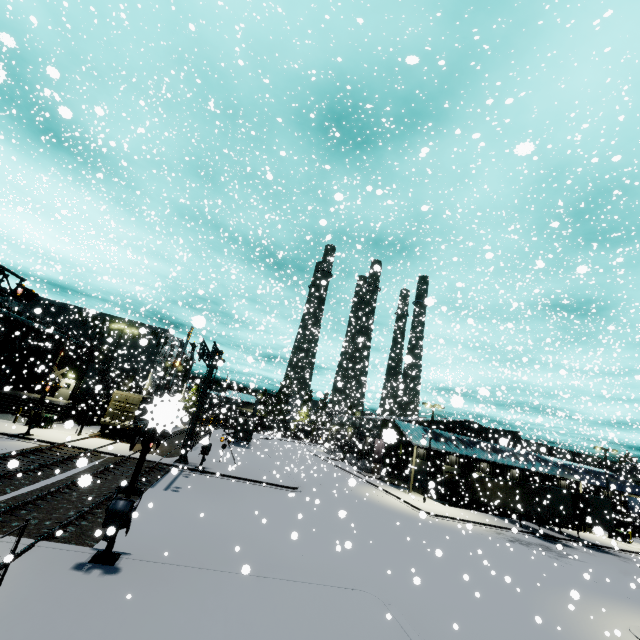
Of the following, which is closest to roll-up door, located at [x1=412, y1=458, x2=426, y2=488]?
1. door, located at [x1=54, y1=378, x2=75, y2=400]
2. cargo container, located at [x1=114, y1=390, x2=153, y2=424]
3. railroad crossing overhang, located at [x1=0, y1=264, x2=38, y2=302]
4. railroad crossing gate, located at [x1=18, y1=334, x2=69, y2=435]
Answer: railroad crossing gate, located at [x1=18, y1=334, x2=69, y2=435]

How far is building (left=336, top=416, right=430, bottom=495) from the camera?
36.4m

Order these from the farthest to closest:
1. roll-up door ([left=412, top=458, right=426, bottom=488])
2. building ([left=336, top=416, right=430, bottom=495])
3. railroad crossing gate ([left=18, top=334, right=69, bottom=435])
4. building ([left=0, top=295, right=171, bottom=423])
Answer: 1. roll-up door ([left=412, top=458, right=426, bottom=488])
2. building ([left=336, top=416, right=430, bottom=495])
3. building ([left=0, top=295, right=171, bottom=423])
4. railroad crossing gate ([left=18, top=334, right=69, bottom=435])

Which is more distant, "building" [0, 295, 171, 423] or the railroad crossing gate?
"building" [0, 295, 171, 423]

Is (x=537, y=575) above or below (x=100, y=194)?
below

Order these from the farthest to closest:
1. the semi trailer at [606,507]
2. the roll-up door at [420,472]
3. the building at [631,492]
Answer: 1. the roll-up door at [420,472]
2. the building at [631,492]
3. the semi trailer at [606,507]

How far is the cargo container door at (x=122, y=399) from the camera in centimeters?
2958cm

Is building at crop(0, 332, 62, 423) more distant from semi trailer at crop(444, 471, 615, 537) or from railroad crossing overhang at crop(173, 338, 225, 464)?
railroad crossing overhang at crop(173, 338, 225, 464)
